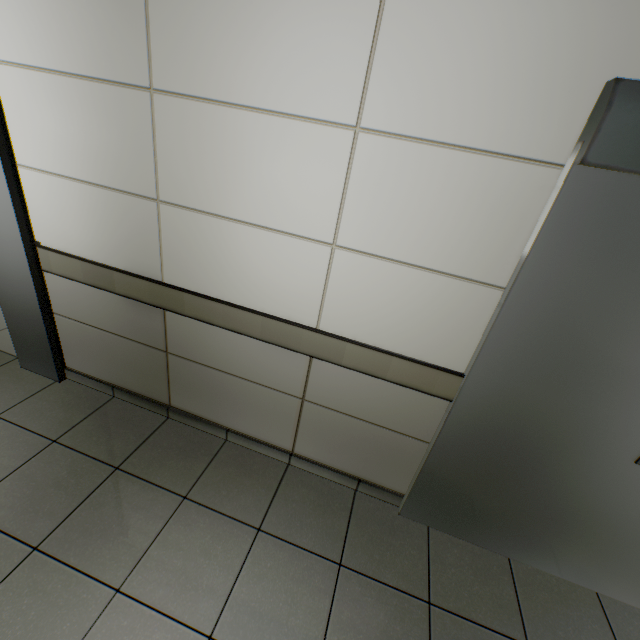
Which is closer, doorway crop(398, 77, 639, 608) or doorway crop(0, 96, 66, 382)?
doorway crop(398, 77, 639, 608)

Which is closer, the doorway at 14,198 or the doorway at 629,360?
the doorway at 629,360

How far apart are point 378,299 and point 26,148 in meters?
2.2
